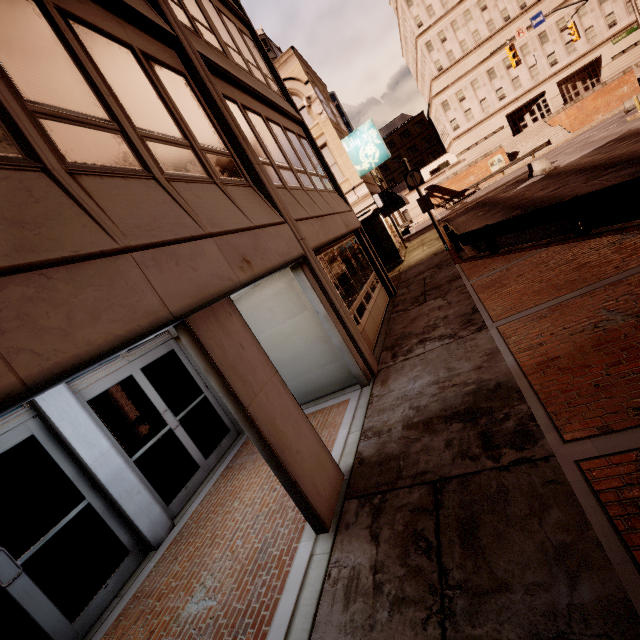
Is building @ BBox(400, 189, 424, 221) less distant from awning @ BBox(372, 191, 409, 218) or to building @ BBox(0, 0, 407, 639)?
awning @ BBox(372, 191, 409, 218)

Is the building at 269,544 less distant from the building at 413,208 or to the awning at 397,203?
the awning at 397,203

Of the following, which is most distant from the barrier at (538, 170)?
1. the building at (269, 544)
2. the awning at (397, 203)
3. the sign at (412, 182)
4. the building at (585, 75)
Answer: the building at (585, 75)

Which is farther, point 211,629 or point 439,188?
point 439,188

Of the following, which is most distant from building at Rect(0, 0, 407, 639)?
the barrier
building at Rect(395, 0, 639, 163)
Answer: building at Rect(395, 0, 639, 163)

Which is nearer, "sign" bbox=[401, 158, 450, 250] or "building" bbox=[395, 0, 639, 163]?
"sign" bbox=[401, 158, 450, 250]

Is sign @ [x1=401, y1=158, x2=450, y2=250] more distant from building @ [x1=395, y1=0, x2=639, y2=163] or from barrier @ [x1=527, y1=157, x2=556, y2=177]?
building @ [x1=395, y1=0, x2=639, y2=163]

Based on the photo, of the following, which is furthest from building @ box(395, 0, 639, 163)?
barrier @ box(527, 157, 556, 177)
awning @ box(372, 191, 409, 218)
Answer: awning @ box(372, 191, 409, 218)
